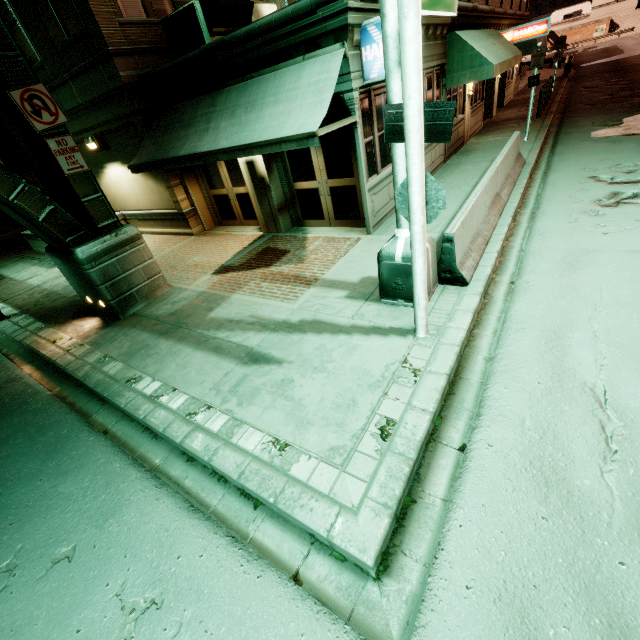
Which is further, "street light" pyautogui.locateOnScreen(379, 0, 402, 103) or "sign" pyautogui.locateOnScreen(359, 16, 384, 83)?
"sign" pyautogui.locateOnScreen(359, 16, 384, 83)

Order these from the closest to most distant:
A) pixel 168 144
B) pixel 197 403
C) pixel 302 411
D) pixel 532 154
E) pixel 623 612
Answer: pixel 623 612 < pixel 302 411 < pixel 197 403 < pixel 168 144 < pixel 532 154

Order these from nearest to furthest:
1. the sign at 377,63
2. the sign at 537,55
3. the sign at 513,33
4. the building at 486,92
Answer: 1. the sign at 377,63
2. the building at 486,92
3. the sign at 537,55
4. the sign at 513,33

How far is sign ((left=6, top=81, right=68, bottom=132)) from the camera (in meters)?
5.74

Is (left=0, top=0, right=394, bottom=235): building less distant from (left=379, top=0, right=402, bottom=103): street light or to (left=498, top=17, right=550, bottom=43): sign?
(left=498, top=17, right=550, bottom=43): sign

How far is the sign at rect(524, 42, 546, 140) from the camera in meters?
11.4

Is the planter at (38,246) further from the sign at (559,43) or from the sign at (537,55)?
the sign at (559,43)

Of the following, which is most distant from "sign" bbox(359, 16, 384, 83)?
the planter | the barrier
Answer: the planter
